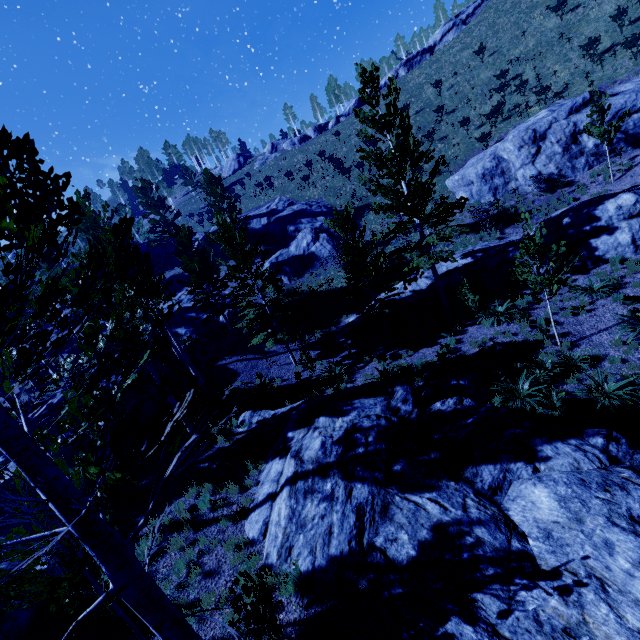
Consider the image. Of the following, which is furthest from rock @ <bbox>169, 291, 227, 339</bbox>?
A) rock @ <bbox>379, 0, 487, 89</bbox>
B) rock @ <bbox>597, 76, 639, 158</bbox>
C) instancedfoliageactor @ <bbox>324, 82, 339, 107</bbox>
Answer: instancedfoliageactor @ <bbox>324, 82, 339, 107</bbox>

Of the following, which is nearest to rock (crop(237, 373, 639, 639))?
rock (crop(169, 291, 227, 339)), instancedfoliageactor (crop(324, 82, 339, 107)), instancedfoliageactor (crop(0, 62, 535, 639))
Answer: instancedfoliageactor (crop(0, 62, 535, 639))

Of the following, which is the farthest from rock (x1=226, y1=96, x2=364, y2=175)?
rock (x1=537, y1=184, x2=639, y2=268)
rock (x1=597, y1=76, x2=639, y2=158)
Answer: rock (x1=537, y1=184, x2=639, y2=268)

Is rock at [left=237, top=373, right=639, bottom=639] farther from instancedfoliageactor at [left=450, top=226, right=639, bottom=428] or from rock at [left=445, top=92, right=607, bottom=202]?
rock at [left=445, top=92, right=607, bottom=202]

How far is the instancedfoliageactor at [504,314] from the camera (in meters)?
12.22

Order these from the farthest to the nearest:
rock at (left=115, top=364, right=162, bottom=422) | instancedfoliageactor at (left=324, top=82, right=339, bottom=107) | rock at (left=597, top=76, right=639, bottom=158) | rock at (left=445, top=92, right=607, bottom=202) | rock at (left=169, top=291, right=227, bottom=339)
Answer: instancedfoliageactor at (left=324, top=82, right=339, bottom=107), rock at (left=169, top=291, right=227, bottom=339), rock at (left=445, top=92, right=607, bottom=202), rock at (left=597, top=76, right=639, bottom=158), rock at (left=115, top=364, right=162, bottom=422)

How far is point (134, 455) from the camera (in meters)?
2.27

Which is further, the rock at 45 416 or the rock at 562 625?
the rock at 45 416
